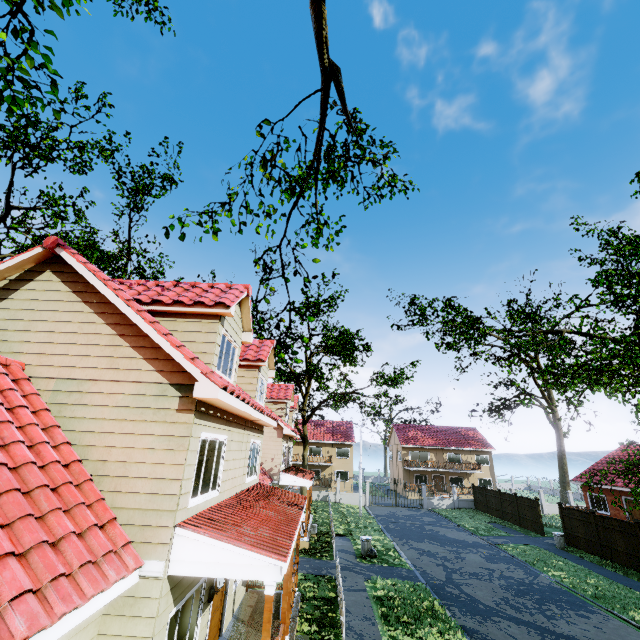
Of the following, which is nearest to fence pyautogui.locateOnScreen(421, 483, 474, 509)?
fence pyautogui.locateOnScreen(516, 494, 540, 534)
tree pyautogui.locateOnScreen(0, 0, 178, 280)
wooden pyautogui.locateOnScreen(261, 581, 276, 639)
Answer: fence pyautogui.locateOnScreen(516, 494, 540, 534)

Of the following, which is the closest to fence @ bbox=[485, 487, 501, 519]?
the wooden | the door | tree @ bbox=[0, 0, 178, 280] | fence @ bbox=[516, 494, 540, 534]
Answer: fence @ bbox=[516, 494, 540, 534]

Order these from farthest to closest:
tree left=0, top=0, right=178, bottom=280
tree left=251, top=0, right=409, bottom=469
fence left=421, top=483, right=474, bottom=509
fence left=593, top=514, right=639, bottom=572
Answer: fence left=421, top=483, right=474, bottom=509 < fence left=593, top=514, right=639, bottom=572 < tree left=251, top=0, right=409, bottom=469 < tree left=0, top=0, right=178, bottom=280

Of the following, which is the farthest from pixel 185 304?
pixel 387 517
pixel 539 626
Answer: pixel 387 517

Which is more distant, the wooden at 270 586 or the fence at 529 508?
the fence at 529 508

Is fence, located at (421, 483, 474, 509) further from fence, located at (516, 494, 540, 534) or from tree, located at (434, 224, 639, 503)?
tree, located at (434, 224, 639, 503)

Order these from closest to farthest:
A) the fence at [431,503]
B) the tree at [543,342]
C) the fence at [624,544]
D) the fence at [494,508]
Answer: the tree at [543,342]
the fence at [624,544]
the fence at [494,508]
the fence at [431,503]

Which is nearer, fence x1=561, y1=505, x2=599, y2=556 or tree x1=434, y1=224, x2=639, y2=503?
tree x1=434, y1=224, x2=639, y2=503
